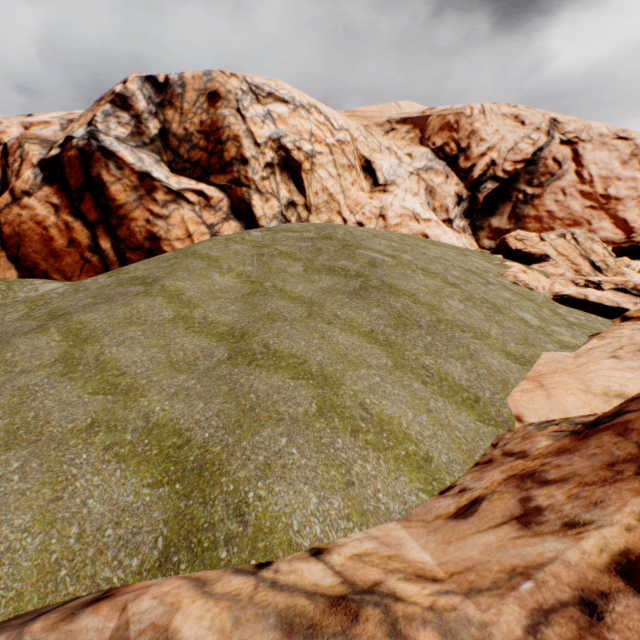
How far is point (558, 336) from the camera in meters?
11.7
